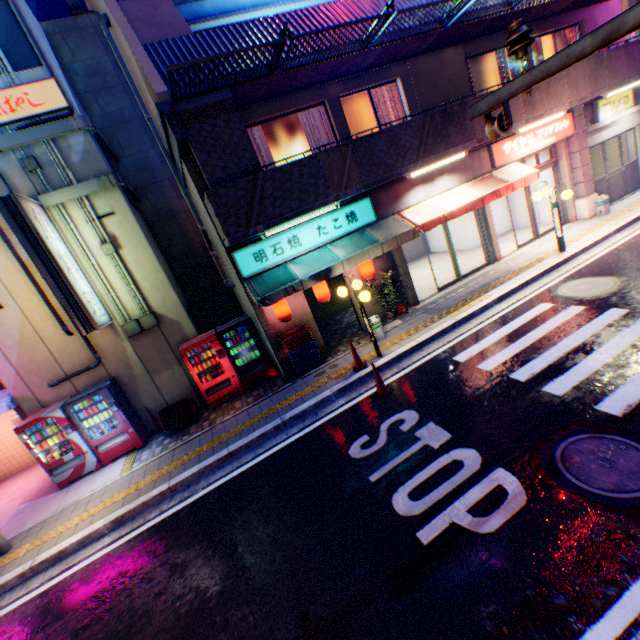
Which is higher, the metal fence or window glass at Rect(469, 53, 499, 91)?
the metal fence

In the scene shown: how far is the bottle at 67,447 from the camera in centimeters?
864cm

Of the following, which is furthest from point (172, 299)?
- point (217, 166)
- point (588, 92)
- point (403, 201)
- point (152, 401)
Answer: point (588, 92)

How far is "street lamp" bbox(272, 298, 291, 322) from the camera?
9.1m

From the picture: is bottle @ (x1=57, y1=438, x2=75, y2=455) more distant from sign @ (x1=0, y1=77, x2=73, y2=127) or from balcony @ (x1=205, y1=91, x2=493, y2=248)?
sign @ (x1=0, y1=77, x2=73, y2=127)

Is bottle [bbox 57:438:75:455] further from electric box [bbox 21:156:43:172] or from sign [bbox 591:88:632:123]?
sign [bbox 591:88:632:123]

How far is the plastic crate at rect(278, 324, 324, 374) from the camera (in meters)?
9.41

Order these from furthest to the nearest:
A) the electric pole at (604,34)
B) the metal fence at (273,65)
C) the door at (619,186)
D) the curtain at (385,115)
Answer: the door at (619,186), the curtain at (385,115), the metal fence at (273,65), the electric pole at (604,34)
